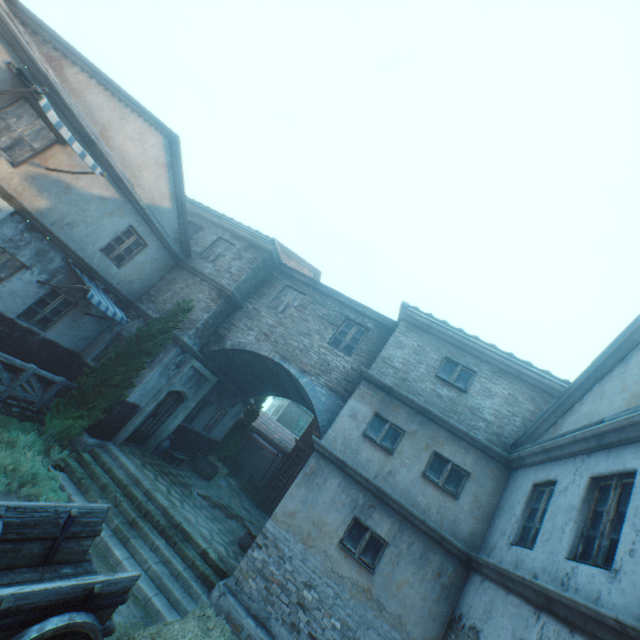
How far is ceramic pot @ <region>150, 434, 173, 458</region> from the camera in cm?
1236

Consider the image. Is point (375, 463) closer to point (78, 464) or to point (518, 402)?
point (518, 402)

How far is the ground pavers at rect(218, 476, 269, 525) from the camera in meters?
15.2

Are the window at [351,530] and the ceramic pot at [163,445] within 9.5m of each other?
yes

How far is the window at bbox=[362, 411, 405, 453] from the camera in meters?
8.9 m

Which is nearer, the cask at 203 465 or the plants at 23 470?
the plants at 23 470

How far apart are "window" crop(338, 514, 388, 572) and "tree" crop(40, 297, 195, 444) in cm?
741

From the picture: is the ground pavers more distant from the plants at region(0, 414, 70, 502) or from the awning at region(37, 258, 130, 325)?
the awning at region(37, 258, 130, 325)
